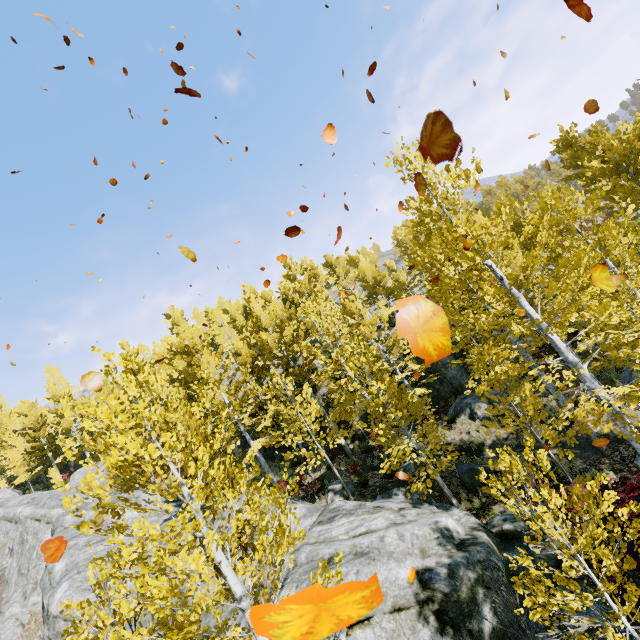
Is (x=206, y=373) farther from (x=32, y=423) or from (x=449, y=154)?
(x=32, y=423)

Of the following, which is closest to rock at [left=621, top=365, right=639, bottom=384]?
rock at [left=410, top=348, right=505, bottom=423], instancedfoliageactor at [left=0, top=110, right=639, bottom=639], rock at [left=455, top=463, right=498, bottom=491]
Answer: instancedfoliageactor at [left=0, top=110, right=639, bottom=639]

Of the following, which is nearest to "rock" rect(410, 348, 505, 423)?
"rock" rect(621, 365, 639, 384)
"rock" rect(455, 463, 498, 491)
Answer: "rock" rect(455, 463, 498, 491)

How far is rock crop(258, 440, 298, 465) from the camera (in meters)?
22.64

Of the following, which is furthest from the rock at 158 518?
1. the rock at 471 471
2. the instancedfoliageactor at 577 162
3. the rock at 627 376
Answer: the rock at 627 376

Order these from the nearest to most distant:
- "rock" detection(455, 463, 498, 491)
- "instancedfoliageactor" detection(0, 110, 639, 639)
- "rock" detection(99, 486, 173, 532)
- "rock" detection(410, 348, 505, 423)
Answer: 1. "instancedfoliageactor" detection(0, 110, 639, 639)
2. "rock" detection(455, 463, 498, 491)
3. "rock" detection(410, 348, 505, 423)
4. "rock" detection(99, 486, 173, 532)

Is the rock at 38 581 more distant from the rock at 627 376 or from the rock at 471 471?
the rock at 627 376
